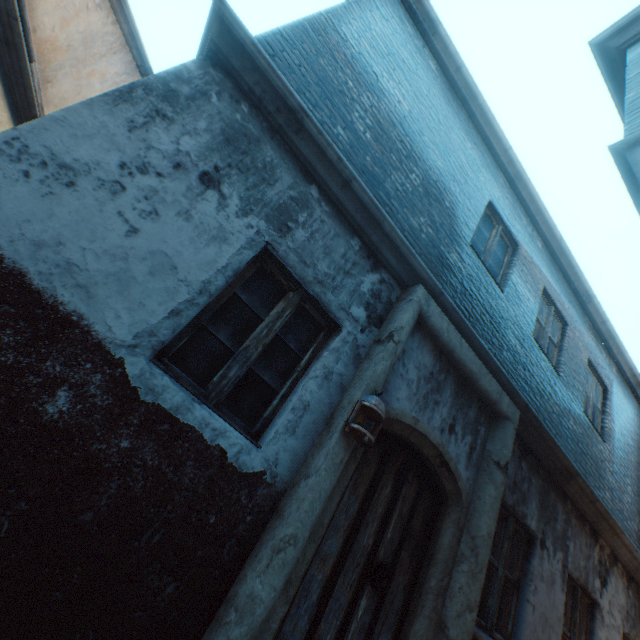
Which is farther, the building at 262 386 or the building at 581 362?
the building at 262 386

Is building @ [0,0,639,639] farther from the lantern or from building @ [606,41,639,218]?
building @ [606,41,639,218]

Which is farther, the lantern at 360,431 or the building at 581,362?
the lantern at 360,431

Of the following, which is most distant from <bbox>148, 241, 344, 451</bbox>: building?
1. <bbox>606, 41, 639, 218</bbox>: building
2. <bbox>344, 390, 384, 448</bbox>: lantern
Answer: <bbox>606, 41, 639, 218</bbox>: building

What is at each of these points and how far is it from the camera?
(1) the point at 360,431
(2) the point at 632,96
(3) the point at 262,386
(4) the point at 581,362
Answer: (1) lantern, 2.4 meters
(2) building, 2.4 meters
(3) building, 2.6 meters
(4) building, 6.3 meters

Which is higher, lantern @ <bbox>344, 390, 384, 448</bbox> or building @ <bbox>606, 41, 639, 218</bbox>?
building @ <bbox>606, 41, 639, 218</bbox>

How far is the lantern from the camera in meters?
2.5 m
